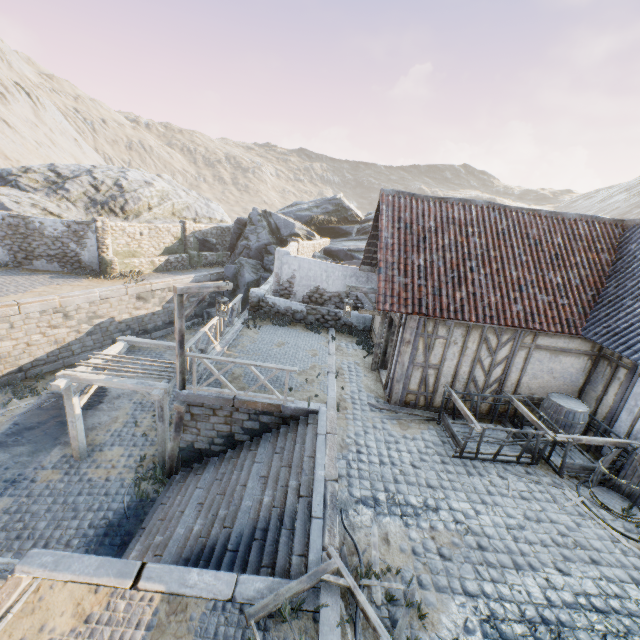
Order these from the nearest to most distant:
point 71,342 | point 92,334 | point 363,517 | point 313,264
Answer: point 363,517, point 313,264, point 71,342, point 92,334

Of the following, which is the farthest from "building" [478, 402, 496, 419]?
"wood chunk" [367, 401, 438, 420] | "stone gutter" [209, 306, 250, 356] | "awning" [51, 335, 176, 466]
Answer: "awning" [51, 335, 176, 466]

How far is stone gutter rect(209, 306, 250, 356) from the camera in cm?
1126

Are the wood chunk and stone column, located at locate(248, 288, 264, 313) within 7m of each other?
no

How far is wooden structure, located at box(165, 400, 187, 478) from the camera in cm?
887

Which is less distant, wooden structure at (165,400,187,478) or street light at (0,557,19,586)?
street light at (0,557,19,586)

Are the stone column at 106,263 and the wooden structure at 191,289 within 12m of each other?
no

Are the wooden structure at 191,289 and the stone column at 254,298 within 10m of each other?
yes
